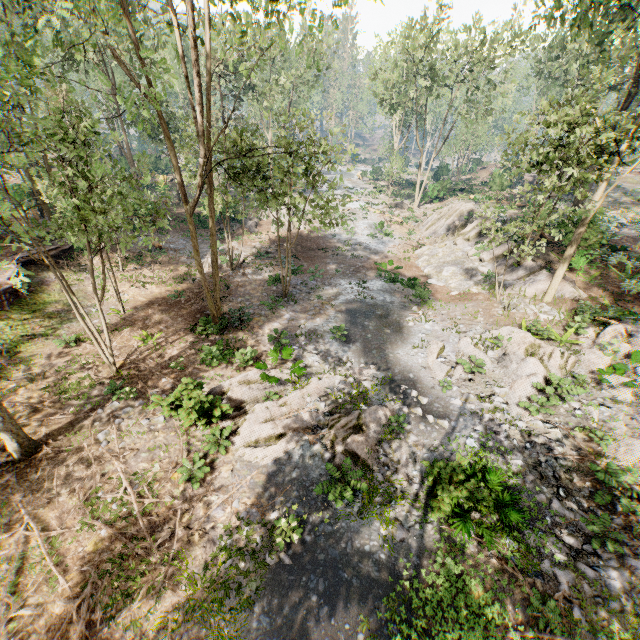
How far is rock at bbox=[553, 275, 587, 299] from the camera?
17.4m

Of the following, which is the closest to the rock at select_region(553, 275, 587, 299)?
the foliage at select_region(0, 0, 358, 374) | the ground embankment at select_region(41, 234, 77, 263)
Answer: the foliage at select_region(0, 0, 358, 374)

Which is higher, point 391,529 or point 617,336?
point 617,336

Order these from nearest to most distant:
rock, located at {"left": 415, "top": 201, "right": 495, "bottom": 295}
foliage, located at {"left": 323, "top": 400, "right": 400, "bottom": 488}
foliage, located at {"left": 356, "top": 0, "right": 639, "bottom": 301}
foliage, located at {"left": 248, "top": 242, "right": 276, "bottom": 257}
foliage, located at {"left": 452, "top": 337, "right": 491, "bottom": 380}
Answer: foliage, located at {"left": 323, "top": 400, "right": 400, "bottom": 488} < foliage, located at {"left": 452, "top": 337, "right": 491, "bottom": 380} < foliage, located at {"left": 356, "top": 0, "right": 639, "bottom": 301} < rock, located at {"left": 415, "top": 201, "right": 495, "bottom": 295} < foliage, located at {"left": 248, "top": 242, "right": 276, "bottom": 257}

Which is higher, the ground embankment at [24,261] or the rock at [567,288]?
the rock at [567,288]

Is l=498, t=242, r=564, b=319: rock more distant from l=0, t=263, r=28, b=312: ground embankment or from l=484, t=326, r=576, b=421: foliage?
l=0, t=263, r=28, b=312: ground embankment

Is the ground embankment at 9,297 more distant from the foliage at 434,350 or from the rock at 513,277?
the rock at 513,277
